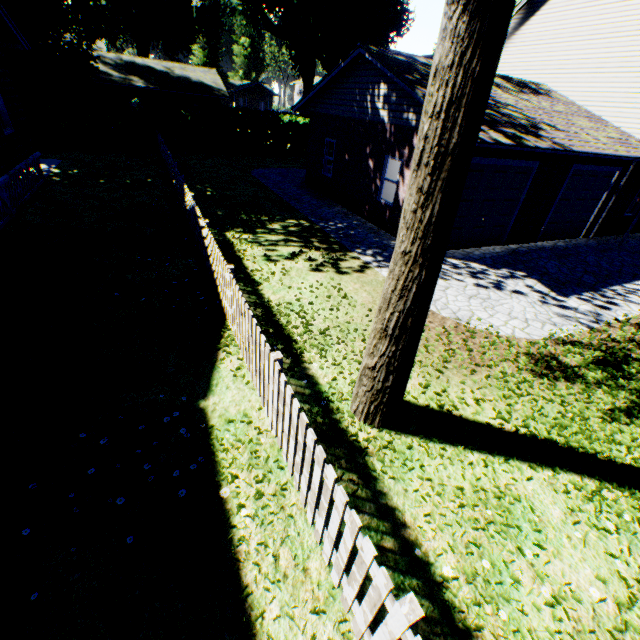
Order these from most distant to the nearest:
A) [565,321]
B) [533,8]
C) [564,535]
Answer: [533,8] < [565,321] < [564,535]

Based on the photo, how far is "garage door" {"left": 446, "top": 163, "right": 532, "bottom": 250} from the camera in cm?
1027

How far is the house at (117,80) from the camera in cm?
2789

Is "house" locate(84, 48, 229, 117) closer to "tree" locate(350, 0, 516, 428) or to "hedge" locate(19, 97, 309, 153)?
"hedge" locate(19, 97, 309, 153)

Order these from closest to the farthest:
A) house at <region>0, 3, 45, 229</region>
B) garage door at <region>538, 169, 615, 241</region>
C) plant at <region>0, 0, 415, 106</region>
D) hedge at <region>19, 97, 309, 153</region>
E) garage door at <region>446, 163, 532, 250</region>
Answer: house at <region>0, 3, 45, 229</region>, garage door at <region>446, 163, 532, 250</region>, garage door at <region>538, 169, 615, 241</region>, hedge at <region>19, 97, 309, 153</region>, plant at <region>0, 0, 415, 106</region>

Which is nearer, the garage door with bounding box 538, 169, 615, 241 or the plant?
the garage door with bounding box 538, 169, 615, 241

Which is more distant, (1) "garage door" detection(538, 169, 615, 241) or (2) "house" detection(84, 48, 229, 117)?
(2) "house" detection(84, 48, 229, 117)

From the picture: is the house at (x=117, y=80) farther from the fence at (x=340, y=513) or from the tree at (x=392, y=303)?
the tree at (x=392, y=303)
